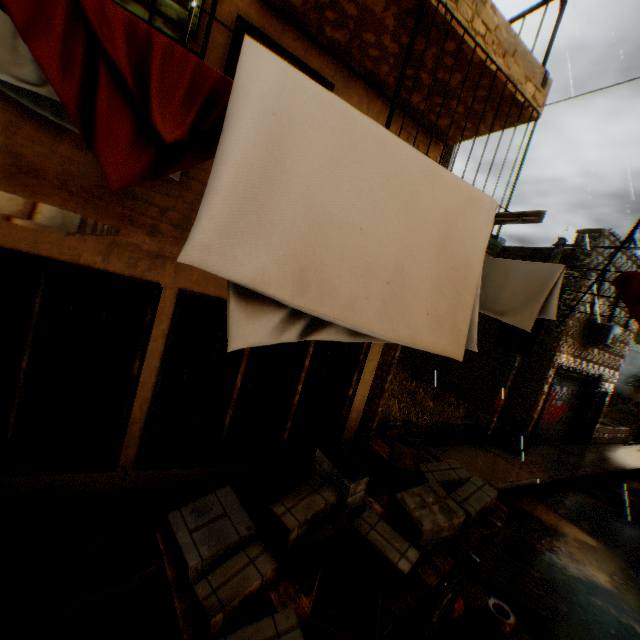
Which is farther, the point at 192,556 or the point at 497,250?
the point at 497,250

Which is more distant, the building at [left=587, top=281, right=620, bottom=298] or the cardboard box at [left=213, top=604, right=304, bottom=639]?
the building at [left=587, top=281, right=620, bottom=298]

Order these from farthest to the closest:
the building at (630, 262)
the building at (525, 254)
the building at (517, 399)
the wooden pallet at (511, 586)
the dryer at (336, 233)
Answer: the building at (630, 262)
the building at (517, 399)
the wooden pallet at (511, 586)
the building at (525, 254)
the dryer at (336, 233)

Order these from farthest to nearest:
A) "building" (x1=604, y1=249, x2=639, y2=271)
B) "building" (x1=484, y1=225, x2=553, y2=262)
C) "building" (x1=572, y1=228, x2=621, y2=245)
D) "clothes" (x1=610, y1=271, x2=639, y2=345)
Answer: "building" (x1=604, y1=249, x2=639, y2=271) → "building" (x1=572, y1=228, x2=621, y2=245) → "building" (x1=484, y1=225, x2=553, y2=262) → "clothes" (x1=610, y1=271, x2=639, y2=345)

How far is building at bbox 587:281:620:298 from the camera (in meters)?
12.18

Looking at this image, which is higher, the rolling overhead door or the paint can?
the rolling overhead door

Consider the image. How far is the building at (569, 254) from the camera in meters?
11.6 m

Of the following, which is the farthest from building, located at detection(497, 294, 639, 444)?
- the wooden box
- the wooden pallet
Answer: the wooden box
